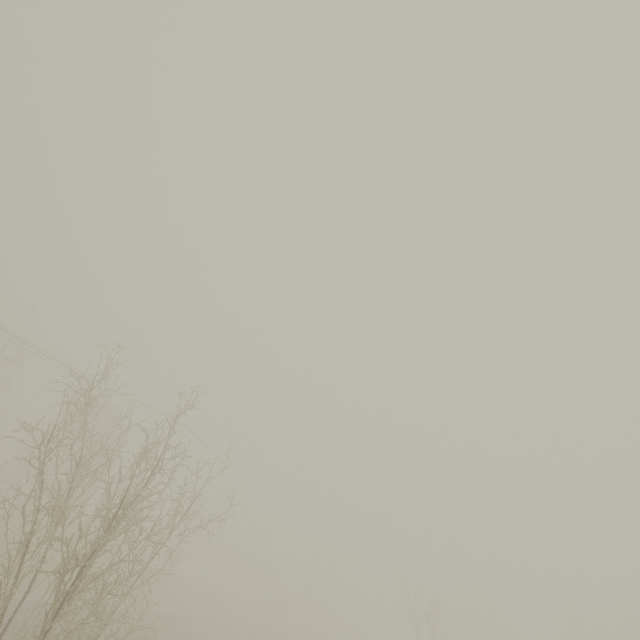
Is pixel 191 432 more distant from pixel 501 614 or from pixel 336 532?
pixel 501 614
